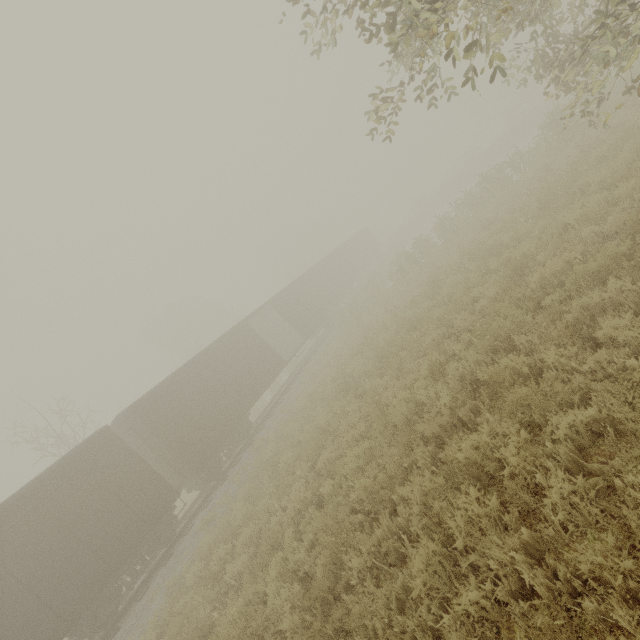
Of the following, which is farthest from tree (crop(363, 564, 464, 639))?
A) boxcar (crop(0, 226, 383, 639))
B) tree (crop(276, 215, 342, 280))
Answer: tree (crop(276, 215, 342, 280))

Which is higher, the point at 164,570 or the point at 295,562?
the point at 164,570

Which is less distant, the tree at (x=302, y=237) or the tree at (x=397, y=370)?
the tree at (x=397, y=370)

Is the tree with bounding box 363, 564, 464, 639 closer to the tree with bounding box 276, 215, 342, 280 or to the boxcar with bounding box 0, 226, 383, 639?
the boxcar with bounding box 0, 226, 383, 639

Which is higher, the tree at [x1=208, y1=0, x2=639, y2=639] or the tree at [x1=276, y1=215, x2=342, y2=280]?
the tree at [x1=276, y1=215, x2=342, y2=280]

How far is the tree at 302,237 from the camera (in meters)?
46.12

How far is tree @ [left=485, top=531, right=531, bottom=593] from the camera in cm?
307

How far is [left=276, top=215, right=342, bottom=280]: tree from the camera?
46.1 meters
